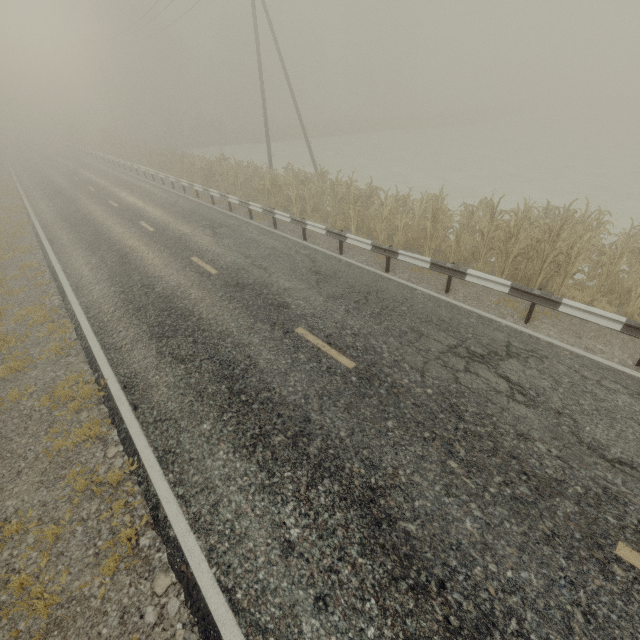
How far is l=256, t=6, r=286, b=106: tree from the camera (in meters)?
49.09

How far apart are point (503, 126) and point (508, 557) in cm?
5735

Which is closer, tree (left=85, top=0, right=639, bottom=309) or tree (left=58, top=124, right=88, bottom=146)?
tree (left=85, top=0, right=639, bottom=309)

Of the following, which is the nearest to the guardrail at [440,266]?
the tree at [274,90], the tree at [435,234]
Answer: the tree at [435,234]

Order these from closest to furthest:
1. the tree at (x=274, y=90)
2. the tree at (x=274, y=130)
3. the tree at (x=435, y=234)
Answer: the tree at (x=435, y=234) → the tree at (x=274, y=130) → the tree at (x=274, y=90)

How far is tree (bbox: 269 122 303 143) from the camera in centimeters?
4266cm

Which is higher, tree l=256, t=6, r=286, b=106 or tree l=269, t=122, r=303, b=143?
tree l=256, t=6, r=286, b=106

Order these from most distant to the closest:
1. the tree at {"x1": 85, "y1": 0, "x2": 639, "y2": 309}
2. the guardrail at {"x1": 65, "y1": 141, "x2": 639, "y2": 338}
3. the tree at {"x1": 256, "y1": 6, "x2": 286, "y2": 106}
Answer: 1. the tree at {"x1": 256, "y1": 6, "x2": 286, "y2": 106}
2. the tree at {"x1": 85, "y1": 0, "x2": 639, "y2": 309}
3. the guardrail at {"x1": 65, "y1": 141, "x2": 639, "y2": 338}
